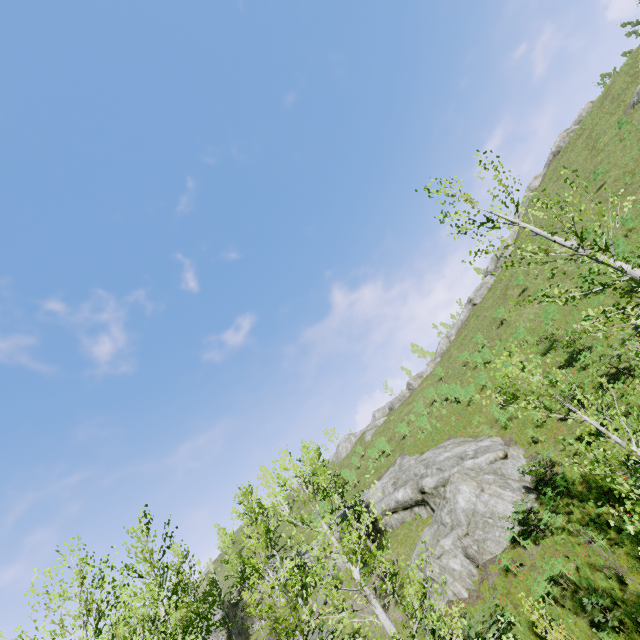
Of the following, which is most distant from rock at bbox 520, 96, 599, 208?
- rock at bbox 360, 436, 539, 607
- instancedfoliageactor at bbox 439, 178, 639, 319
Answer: instancedfoliageactor at bbox 439, 178, 639, 319

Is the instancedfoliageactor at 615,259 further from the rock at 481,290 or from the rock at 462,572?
the rock at 481,290

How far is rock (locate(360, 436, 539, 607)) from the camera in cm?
1529

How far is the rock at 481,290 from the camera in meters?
46.9 m

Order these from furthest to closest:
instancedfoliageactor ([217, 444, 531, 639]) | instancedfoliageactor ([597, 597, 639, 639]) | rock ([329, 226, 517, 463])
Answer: rock ([329, 226, 517, 463])
instancedfoliageactor ([597, 597, 639, 639])
instancedfoliageactor ([217, 444, 531, 639])

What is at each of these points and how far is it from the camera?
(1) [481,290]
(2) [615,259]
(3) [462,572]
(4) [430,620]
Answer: (1) rock, 47.1 meters
(2) instancedfoliageactor, 6.2 meters
(3) rock, 14.9 meters
(4) instancedfoliageactor, 6.0 meters

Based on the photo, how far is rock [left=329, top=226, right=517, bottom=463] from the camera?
46.94m
